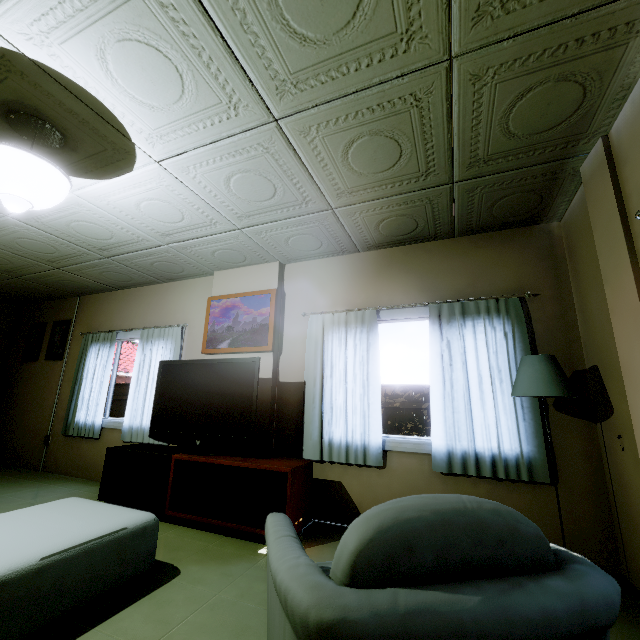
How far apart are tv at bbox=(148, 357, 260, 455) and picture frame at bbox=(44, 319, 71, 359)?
3.0m

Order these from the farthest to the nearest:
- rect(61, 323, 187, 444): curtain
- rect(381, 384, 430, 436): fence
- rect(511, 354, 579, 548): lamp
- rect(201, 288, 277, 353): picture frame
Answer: rect(381, 384, 430, 436): fence, rect(61, 323, 187, 444): curtain, rect(201, 288, 277, 353): picture frame, rect(511, 354, 579, 548): lamp

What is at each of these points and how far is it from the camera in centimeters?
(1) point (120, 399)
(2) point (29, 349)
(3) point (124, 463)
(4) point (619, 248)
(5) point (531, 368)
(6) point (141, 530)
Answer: (1) fence, 1134cm
(2) picture frame, 575cm
(3) tv cabinet, 329cm
(4) wall pillar, 190cm
(5) lamp, 236cm
(6) table, 200cm

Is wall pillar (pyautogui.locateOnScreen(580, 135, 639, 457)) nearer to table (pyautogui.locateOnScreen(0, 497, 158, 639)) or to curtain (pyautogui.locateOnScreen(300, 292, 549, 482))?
curtain (pyautogui.locateOnScreen(300, 292, 549, 482))

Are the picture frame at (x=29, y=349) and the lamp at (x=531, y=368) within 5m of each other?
no

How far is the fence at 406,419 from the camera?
7.42m

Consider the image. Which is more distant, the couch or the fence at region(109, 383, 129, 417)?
the fence at region(109, 383, 129, 417)

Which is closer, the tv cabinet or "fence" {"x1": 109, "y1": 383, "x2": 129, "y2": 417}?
the tv cabinet
